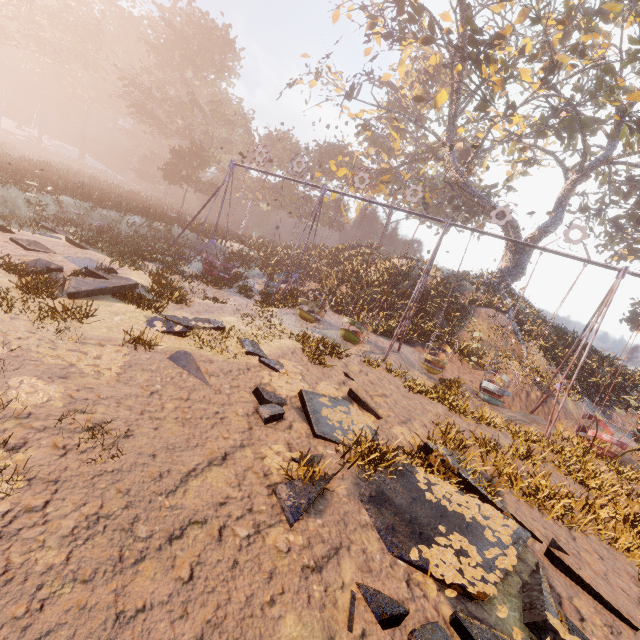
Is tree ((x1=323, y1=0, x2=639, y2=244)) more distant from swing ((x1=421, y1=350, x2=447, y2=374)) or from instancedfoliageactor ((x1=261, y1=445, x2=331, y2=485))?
instancedfoliageactor ((x1=261, y1=445, x2=331, y2=485))

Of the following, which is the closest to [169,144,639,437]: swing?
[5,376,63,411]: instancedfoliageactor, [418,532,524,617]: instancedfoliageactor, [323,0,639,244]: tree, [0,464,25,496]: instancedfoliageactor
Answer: [418,532,524,617]: instancedfoliageactor

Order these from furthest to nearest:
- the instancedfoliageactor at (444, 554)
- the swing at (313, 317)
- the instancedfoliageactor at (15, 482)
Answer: the swing at (313, 317), the instancedfoliageactor at (444, 554), the instancedfoliageactor at (15, 482)

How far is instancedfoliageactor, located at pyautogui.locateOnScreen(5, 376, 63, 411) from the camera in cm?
409

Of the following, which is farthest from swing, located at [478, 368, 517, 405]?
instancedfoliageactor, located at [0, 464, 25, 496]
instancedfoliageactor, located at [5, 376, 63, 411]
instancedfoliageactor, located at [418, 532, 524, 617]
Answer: instancedfoliageactor, located at [0, 464, 25, 496]

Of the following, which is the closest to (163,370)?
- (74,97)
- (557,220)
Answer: (557,220)

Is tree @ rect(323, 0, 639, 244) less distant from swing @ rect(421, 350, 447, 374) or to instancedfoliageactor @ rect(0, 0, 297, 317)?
swing @ rect(421, 350, 447, 374)

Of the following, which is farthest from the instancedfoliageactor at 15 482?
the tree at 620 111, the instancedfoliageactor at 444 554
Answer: the tree at 620 111
